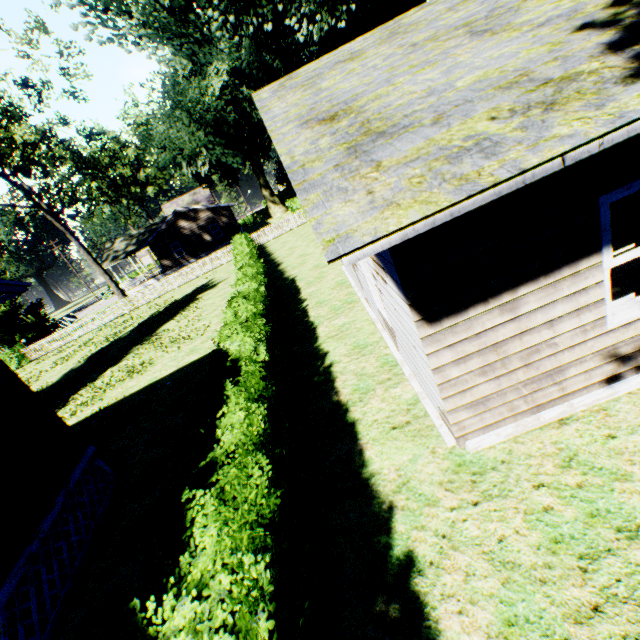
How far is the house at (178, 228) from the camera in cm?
3669

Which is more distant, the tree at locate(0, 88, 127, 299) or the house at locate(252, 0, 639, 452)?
the tree at locate(0, 88, 127, 299)

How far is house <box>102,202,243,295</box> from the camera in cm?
3669

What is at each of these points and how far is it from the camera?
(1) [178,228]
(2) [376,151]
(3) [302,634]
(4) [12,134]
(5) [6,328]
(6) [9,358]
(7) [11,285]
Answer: (1) house, 37.0m
(2) house, 2.6m
(3) hedge, 2.5m
(4) tree, 19.6m
(5) plant, 34.7m
(6) hedge, 28.2m
(7) house, 6.4m

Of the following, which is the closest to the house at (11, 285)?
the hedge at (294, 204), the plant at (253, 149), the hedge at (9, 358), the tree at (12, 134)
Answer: the plant at (253, 149)

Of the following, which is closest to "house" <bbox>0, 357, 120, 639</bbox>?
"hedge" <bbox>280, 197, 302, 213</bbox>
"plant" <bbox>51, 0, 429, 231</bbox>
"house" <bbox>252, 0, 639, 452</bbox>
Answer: "plant" <bbox>51, 0, 429, 231</bbox>

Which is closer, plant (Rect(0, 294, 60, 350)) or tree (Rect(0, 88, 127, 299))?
tree (Rect(0, 88, 127, 299))

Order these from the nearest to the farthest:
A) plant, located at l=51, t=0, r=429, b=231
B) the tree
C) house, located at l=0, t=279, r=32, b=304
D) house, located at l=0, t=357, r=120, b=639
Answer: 1. house, located at l=0, t=357, r=120, b=639
2. house, located at l=0, t=279, r=32, b=304
3. plant, located at l=51, t=0, r=429, b=231
4. the tree
